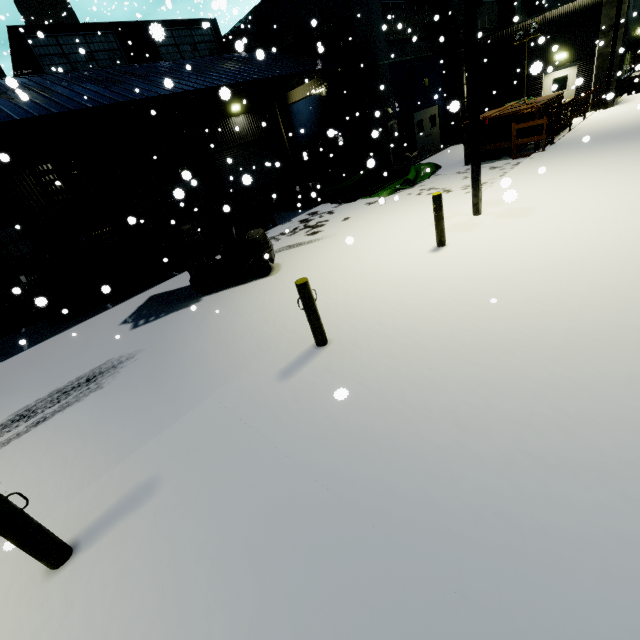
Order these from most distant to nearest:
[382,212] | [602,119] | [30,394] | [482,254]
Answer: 1. [602,119]
2. [382,212]
3. [30,394]
4. [482,254]

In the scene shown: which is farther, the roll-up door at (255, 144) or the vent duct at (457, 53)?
the roll-up door at (255, 144)

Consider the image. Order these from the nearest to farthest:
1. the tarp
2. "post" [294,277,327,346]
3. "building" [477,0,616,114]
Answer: "post" [294,277,327,346]
the tarp
"building" [477,0,616,114]

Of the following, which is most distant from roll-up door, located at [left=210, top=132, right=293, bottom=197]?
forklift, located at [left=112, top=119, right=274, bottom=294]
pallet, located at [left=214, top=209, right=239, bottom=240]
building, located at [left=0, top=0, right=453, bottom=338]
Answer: pallet, located at [left=214, top=209, right=239, bottom=240]

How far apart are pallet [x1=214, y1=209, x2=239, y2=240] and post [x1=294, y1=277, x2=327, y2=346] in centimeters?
978cm

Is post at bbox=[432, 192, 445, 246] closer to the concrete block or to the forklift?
the forklift

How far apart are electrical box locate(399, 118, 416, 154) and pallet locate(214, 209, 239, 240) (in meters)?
9.35

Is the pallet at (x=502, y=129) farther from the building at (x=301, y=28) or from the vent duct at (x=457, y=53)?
the vent duct at (x=457, y=53)
